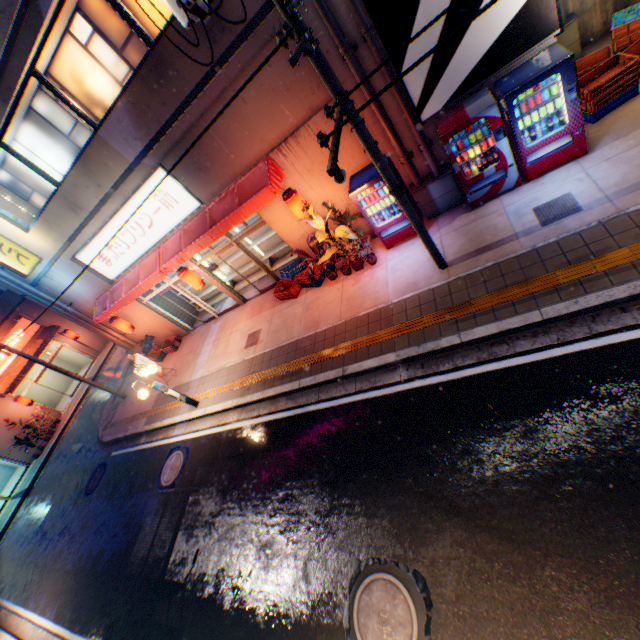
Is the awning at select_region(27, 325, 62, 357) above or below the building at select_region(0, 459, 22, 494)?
above

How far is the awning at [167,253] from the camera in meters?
8.3

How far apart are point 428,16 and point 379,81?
1.30m

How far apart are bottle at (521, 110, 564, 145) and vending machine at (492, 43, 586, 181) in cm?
1

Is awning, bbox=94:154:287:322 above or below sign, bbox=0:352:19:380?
below

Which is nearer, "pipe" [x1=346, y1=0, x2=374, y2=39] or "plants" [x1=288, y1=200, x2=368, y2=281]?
"pipe" [x1=346, y1=0, x2=374, y2=39]

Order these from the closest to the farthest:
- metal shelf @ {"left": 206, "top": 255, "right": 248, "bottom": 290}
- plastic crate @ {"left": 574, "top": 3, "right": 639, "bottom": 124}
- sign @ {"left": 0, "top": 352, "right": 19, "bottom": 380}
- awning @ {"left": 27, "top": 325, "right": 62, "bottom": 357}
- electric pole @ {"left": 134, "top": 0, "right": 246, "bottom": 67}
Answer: electric pole @ {"left": 134, "top": 0, "right": 246, "bottom": 67}
plastic crate @ {"left": 574, "top": 3, "right": 639, "bottom": 124}
metal shelf @ {"left": 206, "top": 255, "right": 248, "bottom": 290}
sign @ {"left": 0, "top": 352, "right": 19, "bottom": 380}
awning @ {"left": 27, "top": 325, "right": 62, "bottom": 357}

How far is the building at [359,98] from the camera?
7.0m
